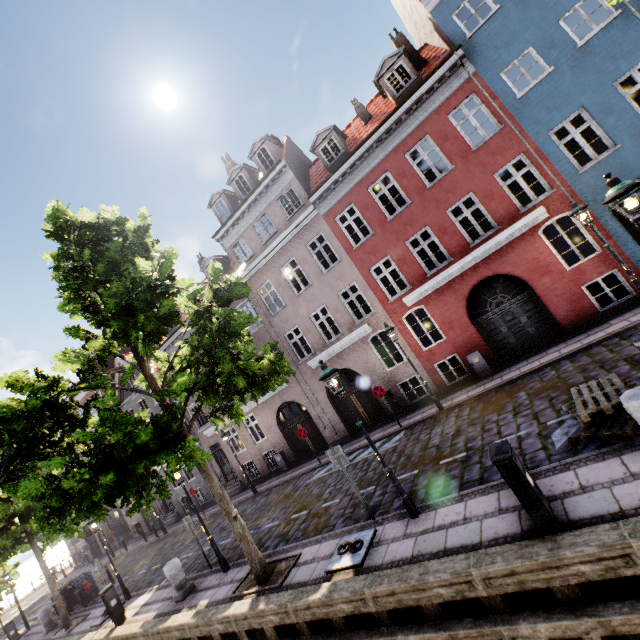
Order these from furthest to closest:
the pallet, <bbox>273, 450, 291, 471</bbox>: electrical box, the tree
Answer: <bbox>273, 450, 291, 471</bbox>: electrical box → the tree → the pallet

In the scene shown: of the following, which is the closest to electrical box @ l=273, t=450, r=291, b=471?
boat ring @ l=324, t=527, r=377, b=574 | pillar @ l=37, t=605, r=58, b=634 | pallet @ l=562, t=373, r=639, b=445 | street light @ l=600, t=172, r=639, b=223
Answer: boat ring @ l=324, t=527, r=377, b=574

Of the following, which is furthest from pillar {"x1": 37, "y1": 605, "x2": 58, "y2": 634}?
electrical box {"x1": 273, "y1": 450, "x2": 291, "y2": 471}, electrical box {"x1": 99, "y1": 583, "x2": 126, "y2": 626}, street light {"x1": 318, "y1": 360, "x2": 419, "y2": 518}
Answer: street light {"x1": 318, "y1": 360, "x2": 419, "y2": 518}

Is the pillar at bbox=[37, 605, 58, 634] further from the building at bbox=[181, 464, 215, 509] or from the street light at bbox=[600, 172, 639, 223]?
the street light at bbox=[600, 172, 639, 223]

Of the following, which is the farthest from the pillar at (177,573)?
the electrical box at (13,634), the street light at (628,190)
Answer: the electrical box at (13,634)

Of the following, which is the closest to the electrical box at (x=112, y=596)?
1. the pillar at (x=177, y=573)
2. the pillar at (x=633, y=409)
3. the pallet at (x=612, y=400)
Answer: the pillar at (x=177, y=573)

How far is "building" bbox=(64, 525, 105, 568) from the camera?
31.8 meters

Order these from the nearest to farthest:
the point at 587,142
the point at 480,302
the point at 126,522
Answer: the point at 480,302 < the point at 587,142 < the point at 126,522
